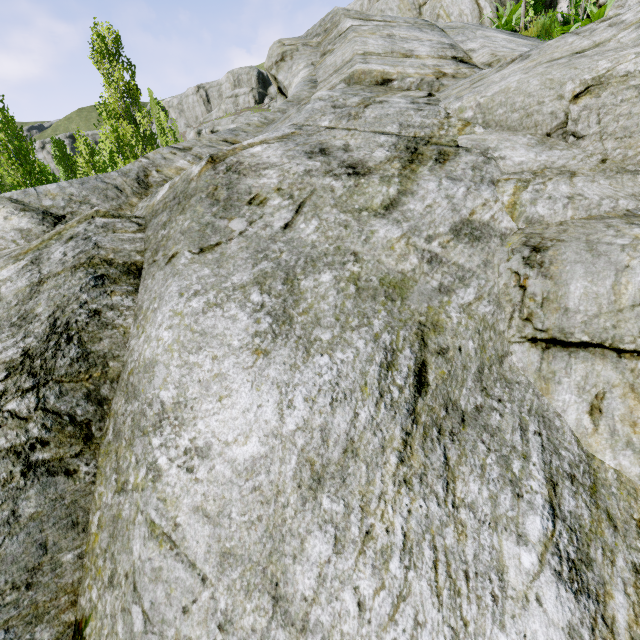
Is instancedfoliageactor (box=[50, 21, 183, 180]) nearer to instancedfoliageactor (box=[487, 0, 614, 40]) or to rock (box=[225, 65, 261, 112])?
rock (box=[225, 65, 261, 112])

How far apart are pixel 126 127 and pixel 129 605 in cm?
3837

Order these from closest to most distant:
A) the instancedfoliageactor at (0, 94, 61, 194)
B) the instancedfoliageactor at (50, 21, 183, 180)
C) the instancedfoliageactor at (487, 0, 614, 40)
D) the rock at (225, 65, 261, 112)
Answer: the instancedfoliageactor at (487, 0, 614, 40) → the instancedfoliageactor at (0, 94, 61, 194) → the instancedfoliageactor at (50, 21, 183, 180) → the rock at (225, 65, 261, 112)

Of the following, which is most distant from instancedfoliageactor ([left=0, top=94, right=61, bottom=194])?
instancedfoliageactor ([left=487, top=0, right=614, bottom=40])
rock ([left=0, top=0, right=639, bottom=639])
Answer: instancedfoliageactor ([left=487, top=0, right=614, bottom=40])

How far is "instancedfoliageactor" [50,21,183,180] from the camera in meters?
22.2

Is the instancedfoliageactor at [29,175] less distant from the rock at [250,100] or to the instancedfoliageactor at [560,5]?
the rock at [250,100]

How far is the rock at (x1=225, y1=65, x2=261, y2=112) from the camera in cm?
5875
